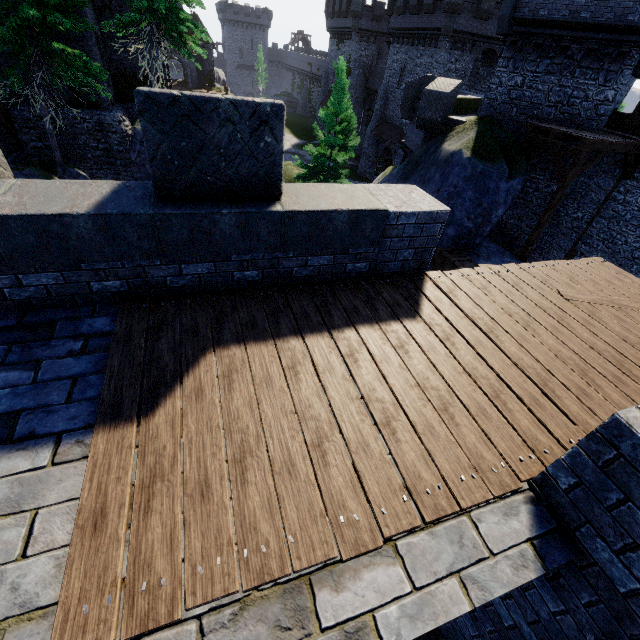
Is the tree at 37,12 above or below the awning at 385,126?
above

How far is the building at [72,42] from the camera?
16.20m

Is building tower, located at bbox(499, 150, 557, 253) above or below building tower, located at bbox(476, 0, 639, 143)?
below

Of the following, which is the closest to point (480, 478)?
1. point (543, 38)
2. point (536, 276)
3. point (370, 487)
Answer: point (370, 487)

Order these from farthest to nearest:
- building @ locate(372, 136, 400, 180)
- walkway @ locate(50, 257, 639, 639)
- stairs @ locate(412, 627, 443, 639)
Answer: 1. building @ locate(372, 136, 400, 180)
2. stairs @ locate(412, 627, 443, 639)
3. walkway @ locate(50, 257, 639, 639)

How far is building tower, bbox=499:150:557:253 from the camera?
15.0 meters

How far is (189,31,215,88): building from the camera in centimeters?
5047cm

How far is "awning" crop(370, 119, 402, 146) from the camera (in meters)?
33.91
